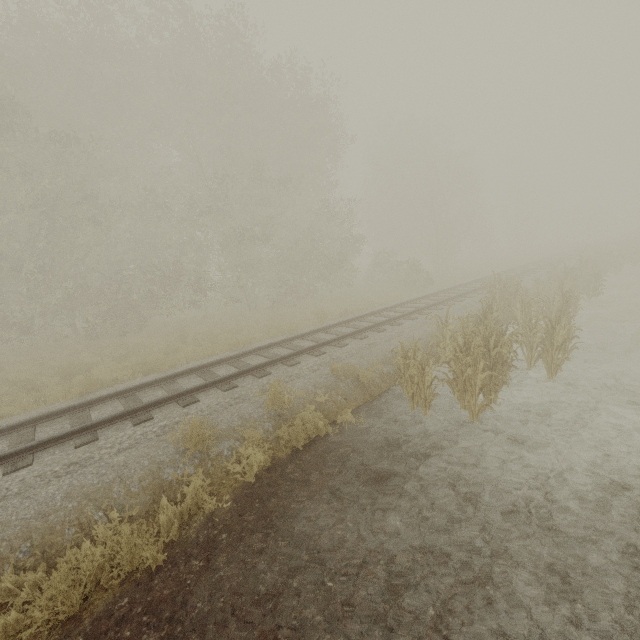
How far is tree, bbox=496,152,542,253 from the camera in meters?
45.6 m

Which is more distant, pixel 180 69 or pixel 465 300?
pixel 180 69

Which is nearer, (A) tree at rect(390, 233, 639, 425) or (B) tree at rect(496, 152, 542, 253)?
(A) tree at rect(390, 233, 639, 425)

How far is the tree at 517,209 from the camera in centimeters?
4562cm

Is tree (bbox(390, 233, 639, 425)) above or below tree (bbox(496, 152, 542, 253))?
below

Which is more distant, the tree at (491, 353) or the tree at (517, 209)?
the tree at (517, 209)
